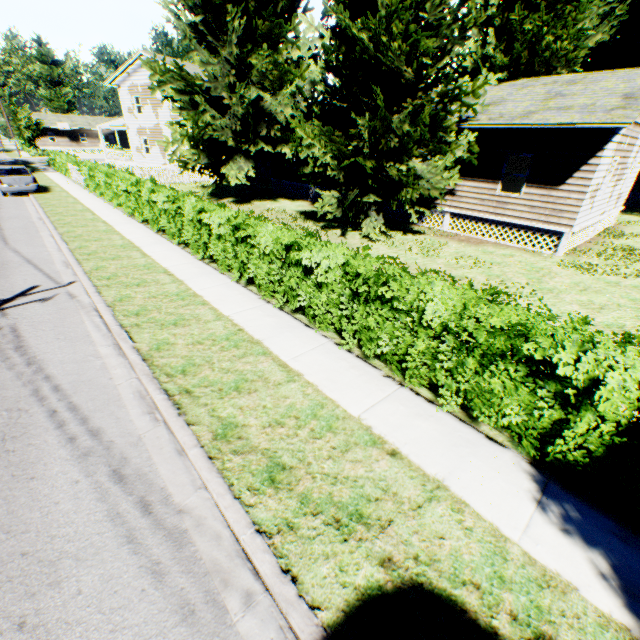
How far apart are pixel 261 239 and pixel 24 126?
66.05m

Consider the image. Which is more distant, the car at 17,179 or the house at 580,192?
the car at 17,179

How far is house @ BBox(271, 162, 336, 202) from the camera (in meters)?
22.08

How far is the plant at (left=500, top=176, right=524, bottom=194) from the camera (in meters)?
16.92

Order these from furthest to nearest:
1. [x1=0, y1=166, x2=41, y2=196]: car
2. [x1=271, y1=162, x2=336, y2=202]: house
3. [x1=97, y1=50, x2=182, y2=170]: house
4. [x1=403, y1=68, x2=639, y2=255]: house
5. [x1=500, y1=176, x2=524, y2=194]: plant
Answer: [x1=97, y1=50, x2=182, y2=170]: house, [x1=271, y1=162, x2=336, y2=202]: house, [x1=0, y1=166, x2=41, y2=196]: car, [x1=500, y1=176, x2=524, y2=194]: plant, [x1=403, y1=68, x2=639, y2=255]: house

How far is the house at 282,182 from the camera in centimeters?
2208cm

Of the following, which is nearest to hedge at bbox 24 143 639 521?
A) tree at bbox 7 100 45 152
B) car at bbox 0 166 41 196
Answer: car at bbox 0 166 41 196

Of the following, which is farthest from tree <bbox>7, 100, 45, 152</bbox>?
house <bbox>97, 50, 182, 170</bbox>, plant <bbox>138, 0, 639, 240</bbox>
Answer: house <bbox>97, 50, 182, 170</bbox>
